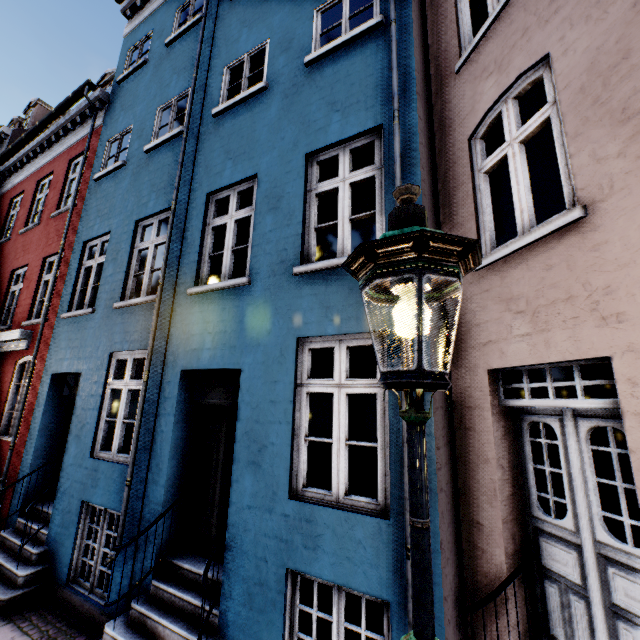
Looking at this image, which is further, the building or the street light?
the building

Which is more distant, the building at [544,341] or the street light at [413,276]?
the building at [544,341]

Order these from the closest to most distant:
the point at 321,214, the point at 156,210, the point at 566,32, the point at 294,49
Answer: the point at 566,32 < the point at 294,49 < the point at 156,210 < the point at 321,214
